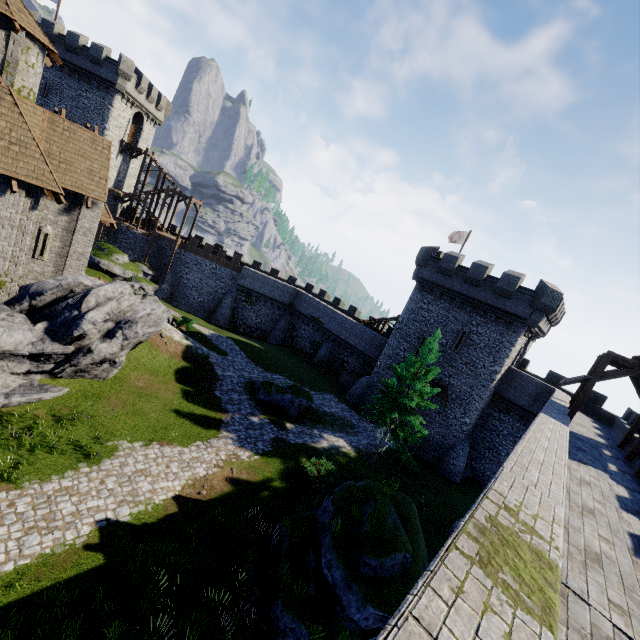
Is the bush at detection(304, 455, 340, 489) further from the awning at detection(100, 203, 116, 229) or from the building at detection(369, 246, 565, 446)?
the awning at detection(100, 203, 116, 229)

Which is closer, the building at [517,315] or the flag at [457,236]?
the building at [517,315]

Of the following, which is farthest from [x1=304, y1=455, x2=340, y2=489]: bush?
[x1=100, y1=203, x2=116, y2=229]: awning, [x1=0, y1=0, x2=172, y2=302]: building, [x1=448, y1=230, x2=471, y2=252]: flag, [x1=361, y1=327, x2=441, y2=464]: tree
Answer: [x1=448, y1=230, x2=471, y2=252]: flag

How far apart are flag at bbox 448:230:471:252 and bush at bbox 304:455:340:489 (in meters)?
24.81

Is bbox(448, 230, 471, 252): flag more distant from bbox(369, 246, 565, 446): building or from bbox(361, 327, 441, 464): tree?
bbox(361, 327, 441, 464): tree

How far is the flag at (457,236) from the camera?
33.62m

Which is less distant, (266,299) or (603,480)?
(603,480)

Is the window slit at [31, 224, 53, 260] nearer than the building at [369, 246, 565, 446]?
Yes
